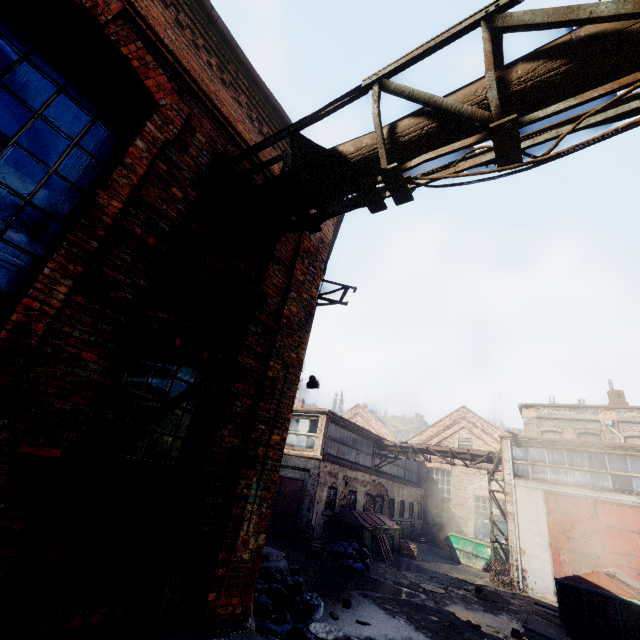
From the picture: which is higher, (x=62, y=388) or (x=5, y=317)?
(x=5, y=317)

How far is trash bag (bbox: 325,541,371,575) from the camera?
11.94m

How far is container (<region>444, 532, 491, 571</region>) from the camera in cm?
1803

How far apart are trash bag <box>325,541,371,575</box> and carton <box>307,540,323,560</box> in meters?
0.3 m

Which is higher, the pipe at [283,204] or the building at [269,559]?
the pipe at [283,204]

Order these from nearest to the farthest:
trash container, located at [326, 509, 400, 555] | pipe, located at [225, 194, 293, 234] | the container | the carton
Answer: pipe, located at [225, 194, 293, 234], the carton, trash container, located at [326, 509, 400, 555], the container

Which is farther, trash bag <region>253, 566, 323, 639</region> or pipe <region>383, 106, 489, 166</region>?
trash bag <region>253, 566, 323, 639</region>

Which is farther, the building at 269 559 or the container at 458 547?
the container at 458 547
